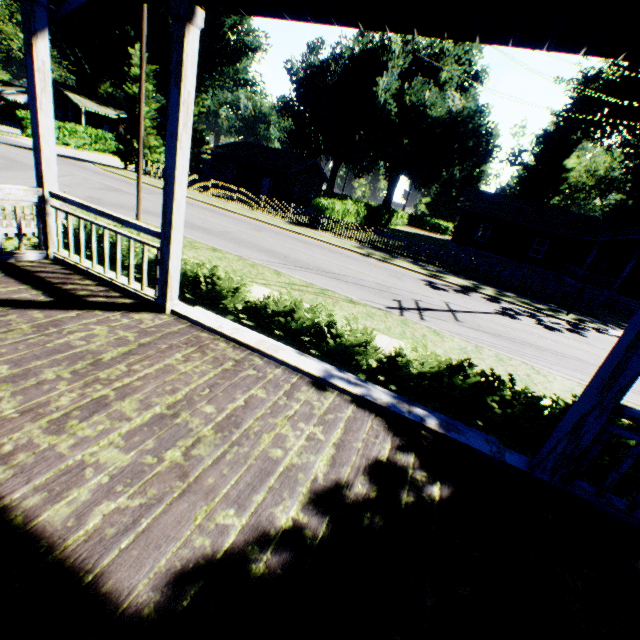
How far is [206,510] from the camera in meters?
2.2

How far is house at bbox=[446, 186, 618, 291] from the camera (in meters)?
28.17

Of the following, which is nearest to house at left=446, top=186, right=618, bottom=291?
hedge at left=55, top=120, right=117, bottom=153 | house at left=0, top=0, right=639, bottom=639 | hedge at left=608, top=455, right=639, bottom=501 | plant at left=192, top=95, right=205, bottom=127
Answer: hedge at left=608, top=455, right=639, bottom=501

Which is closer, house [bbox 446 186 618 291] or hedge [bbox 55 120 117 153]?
house [bbox 446 186 618 291]

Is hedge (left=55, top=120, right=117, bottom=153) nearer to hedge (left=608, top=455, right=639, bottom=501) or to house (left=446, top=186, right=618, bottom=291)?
house (left=446, top=186, right=618, bottom=291)

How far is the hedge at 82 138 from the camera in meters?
34.7 m

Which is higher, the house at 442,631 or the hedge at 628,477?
the house at 442,631

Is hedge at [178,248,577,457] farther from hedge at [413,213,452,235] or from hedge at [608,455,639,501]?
hedge at [413,213,452,235]
